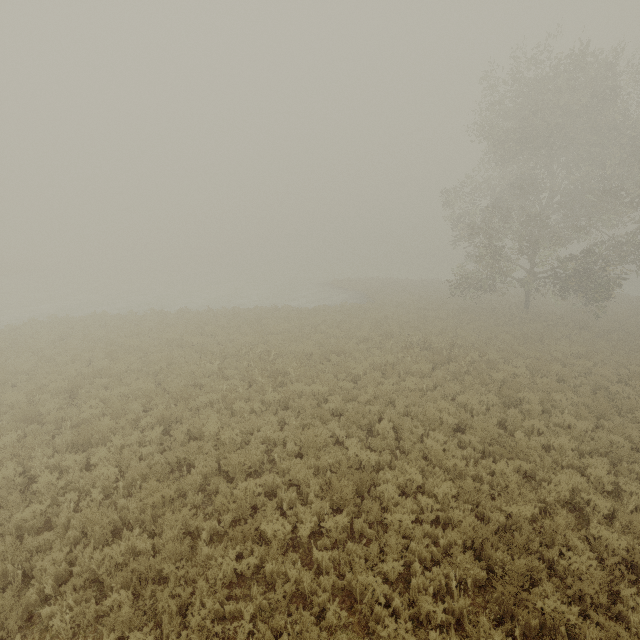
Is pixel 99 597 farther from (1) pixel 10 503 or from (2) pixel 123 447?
(2) pixel 123 447
